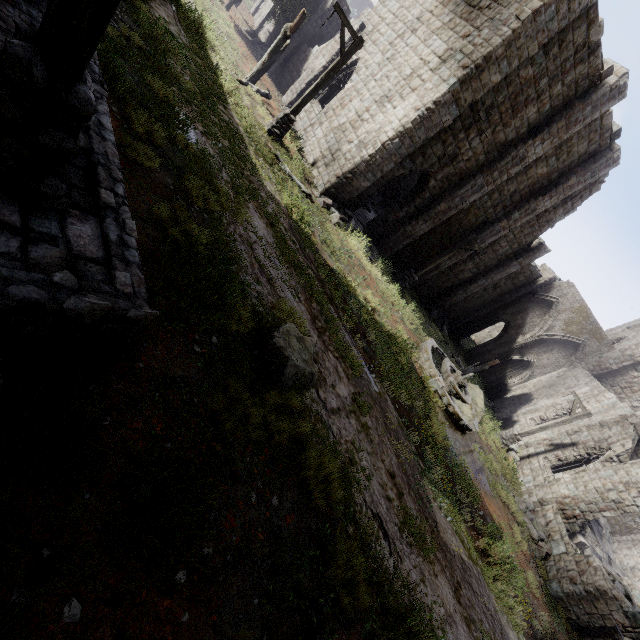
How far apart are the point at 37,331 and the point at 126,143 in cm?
447

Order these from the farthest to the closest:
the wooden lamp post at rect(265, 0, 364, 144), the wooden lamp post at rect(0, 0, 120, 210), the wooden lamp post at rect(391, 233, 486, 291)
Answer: the wooden lamp post at rect(391, 233, 486, 291) < the wooden lamp post at rect(265, 0, 364, 144) < the wooden lamp post at rect(0, 0, 120, 210)

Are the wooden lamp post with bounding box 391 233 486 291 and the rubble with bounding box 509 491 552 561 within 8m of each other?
no

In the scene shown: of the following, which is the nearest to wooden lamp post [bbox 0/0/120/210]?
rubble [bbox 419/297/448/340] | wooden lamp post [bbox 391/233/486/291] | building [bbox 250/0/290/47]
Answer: building [bbox 250/0/290/47]

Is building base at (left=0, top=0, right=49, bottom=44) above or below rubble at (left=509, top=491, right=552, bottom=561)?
above

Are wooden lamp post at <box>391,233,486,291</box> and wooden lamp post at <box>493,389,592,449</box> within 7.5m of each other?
no

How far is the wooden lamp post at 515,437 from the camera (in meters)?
16.59

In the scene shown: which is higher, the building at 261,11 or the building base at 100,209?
the building base at 100,209
